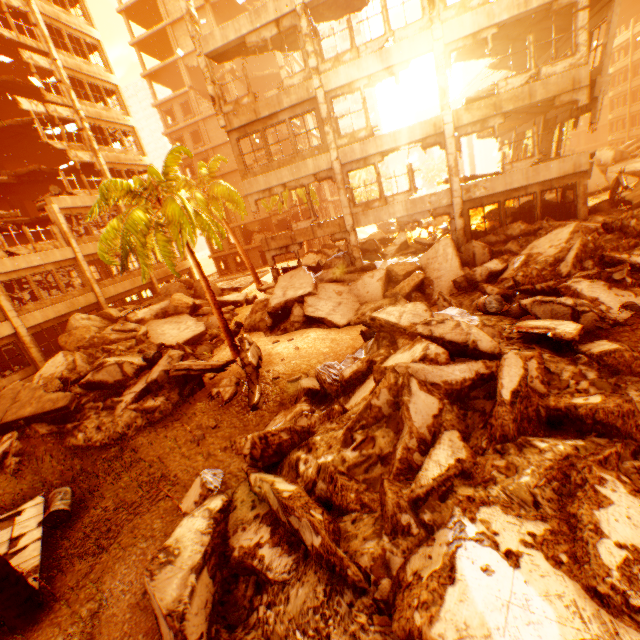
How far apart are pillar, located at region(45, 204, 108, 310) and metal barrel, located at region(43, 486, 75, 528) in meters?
15.2 m

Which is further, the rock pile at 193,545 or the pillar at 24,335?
the pillar at 24,335

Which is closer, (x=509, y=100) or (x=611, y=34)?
(x=611, y=34)

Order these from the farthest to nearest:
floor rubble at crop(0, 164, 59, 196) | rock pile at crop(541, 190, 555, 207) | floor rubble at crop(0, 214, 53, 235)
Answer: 1. floor rubble at crop(0, 164, 59, 196)
2. floor rubble at crop(0, 214, 53, 235)
3. rock pile at crop(541, 190, 555, 207)

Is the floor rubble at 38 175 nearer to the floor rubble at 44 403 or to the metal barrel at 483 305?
the floor rubble at 44 403

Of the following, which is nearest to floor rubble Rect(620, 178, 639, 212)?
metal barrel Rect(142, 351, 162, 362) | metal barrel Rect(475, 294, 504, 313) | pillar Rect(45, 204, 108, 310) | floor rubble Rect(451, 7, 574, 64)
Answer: floor rubble Rect(451, 7, 574, 64)

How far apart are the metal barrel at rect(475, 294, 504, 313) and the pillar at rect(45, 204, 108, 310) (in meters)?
22.31

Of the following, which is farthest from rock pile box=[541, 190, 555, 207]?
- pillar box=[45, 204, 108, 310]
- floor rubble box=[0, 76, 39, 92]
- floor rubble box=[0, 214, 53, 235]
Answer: floor rubble box=[0, 76, 39, 92]
